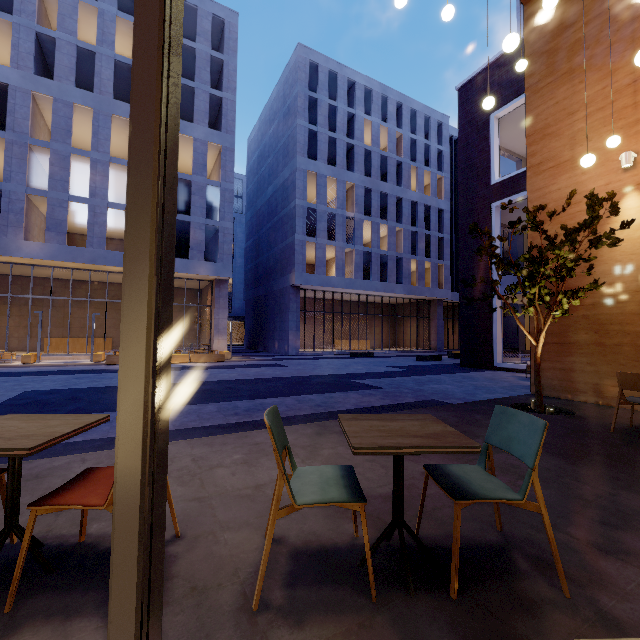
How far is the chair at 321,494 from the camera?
1.6 meters

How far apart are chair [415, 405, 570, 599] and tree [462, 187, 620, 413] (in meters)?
4.49

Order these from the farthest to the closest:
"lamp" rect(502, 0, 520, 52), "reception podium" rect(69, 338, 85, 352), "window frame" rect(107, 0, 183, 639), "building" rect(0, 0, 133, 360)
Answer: "reception podium" rect(69, 338, 85, 352) → "building" rect(0, 0, 133, 360) → "lamp" rect(502, 0, 520, 52) → "window frame" rect(107, 0, 183, 639)

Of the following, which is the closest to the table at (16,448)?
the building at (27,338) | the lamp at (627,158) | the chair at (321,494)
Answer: the chair at (321,494)

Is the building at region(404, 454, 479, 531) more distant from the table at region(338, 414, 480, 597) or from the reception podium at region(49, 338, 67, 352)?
the reception podium at region(49, 338, 67, 352)

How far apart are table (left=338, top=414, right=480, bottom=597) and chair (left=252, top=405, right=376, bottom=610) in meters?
0.2 m

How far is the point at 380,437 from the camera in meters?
1.7 m

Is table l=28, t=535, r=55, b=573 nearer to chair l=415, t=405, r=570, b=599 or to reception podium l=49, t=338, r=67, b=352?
chair l=415, t=405, r=570, b=599
